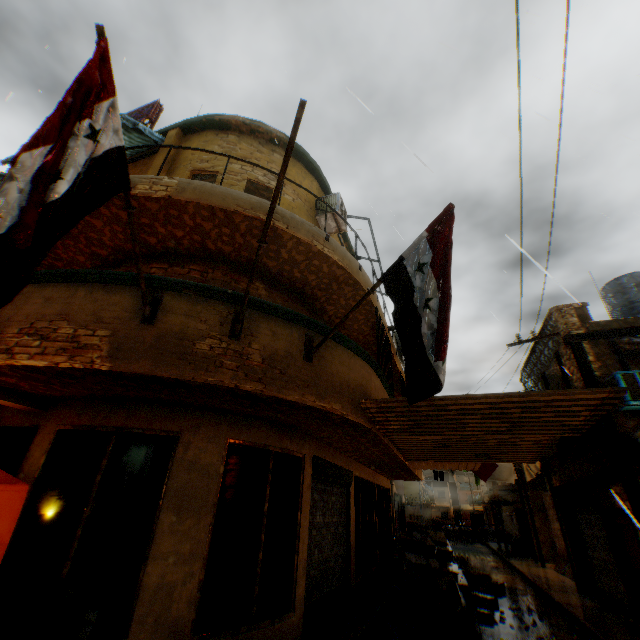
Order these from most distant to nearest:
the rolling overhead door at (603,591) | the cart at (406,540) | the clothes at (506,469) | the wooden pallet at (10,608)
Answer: the clothes at (506,469) → the cart at (406,540) → the rolling overhead door at (603,591) → the wooden pallet at (10,608)

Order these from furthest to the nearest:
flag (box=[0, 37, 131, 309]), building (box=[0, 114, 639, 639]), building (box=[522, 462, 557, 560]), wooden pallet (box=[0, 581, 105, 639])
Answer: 1. building (box=[522, 462, 557, 560])
2. building (box=[0, 114, 639, 639])
3. wooden pallet (box=[0, 581, 105, 639])
4. flag (box=[0, 37, 131, 309])

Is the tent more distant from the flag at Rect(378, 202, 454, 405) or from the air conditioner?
the air conditioner

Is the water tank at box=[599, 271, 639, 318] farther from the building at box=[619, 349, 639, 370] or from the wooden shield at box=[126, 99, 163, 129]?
the wooden shield at box=[126, 99, 163, 129]

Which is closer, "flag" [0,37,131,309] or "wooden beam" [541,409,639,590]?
"flag" [0,37,131,309]

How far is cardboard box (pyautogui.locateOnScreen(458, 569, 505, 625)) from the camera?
8.11m

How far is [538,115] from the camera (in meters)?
5.32

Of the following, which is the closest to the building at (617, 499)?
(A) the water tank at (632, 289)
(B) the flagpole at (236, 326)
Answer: (B) the flagpole at (236, 326)
